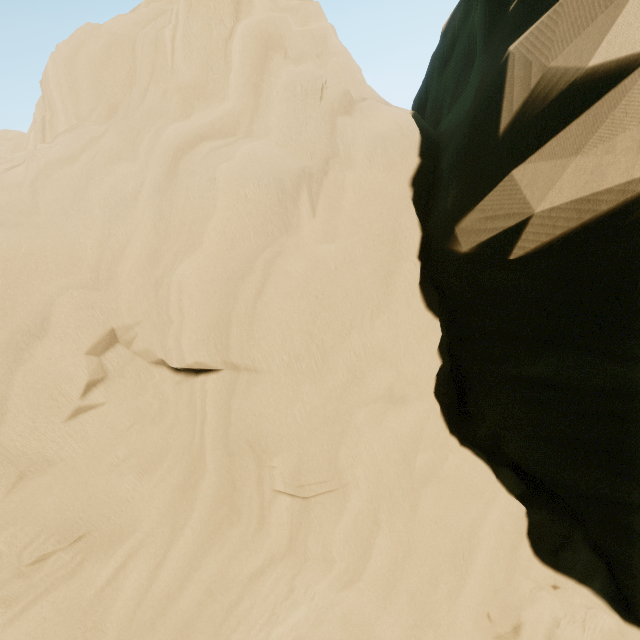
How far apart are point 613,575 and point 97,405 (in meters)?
12.45
